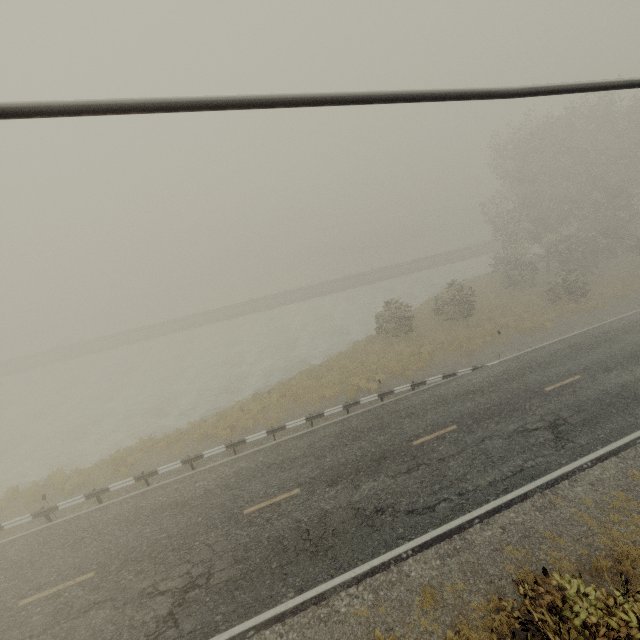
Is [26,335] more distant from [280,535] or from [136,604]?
[280,535]
